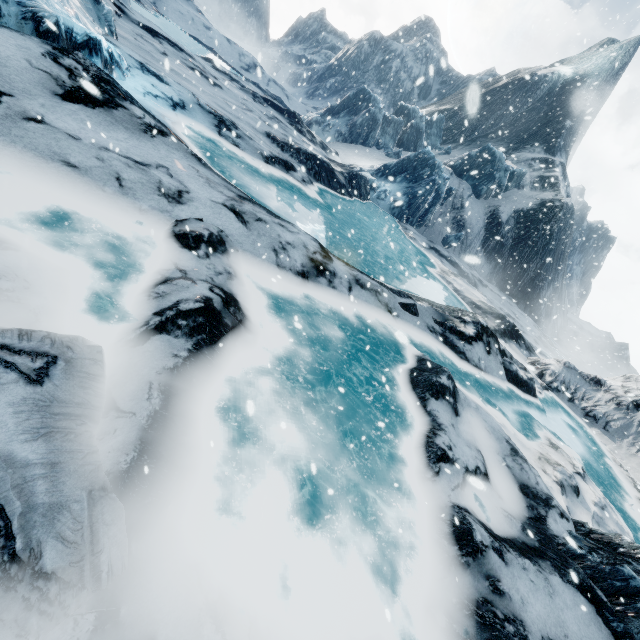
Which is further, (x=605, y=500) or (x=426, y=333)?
(x=426, y=333)
